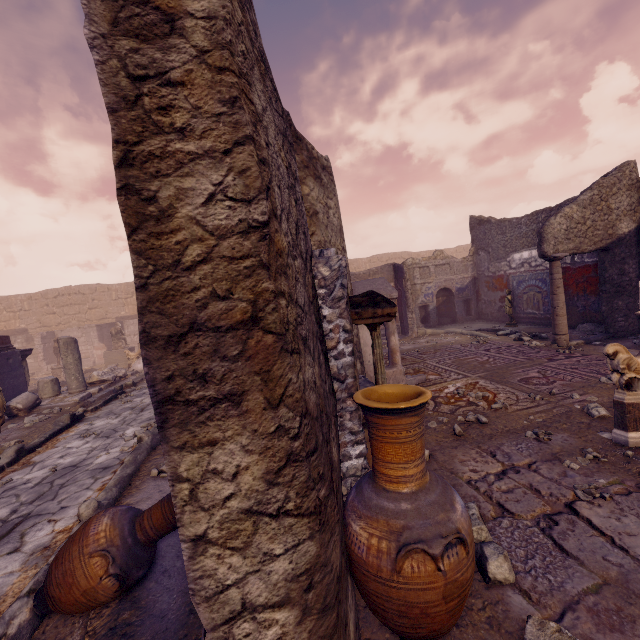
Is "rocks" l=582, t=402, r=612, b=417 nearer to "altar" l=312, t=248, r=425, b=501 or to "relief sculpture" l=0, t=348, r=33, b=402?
"altar" l=312, t=248, r=425, b=501

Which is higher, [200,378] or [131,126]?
[131,126]

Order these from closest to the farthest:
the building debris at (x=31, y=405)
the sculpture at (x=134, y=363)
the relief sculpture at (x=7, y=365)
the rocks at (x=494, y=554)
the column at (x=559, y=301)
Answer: the rocks at (x=494, y=554)
the column at (x=559, y=301)
the building debris at (x=31, y=405)
the relief sculpture at (x=7, y=365)
the sculpture at (x=134, y=363)

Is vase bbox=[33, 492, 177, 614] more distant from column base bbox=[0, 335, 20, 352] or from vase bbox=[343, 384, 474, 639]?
column base bbox=[0, 335, 20, 352]

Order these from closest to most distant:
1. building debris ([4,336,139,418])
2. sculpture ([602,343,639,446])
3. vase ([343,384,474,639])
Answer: vase ([343,384,474,639]) → sculpture ([602,343,639,446]) → building debris ([4,336,139,418])

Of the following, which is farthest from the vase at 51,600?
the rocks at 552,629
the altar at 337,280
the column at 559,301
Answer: the column at 559,301

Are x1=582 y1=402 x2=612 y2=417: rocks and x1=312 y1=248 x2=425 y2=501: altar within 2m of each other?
no

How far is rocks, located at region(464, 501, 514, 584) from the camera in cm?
196
